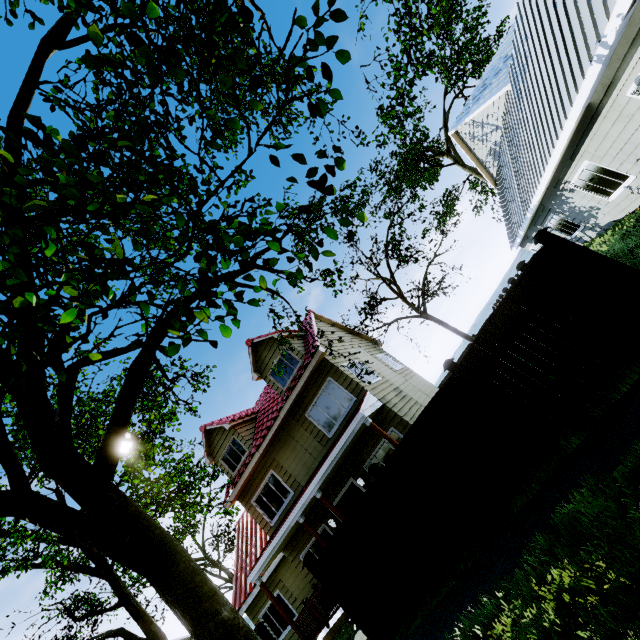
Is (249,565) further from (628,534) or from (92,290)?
(628,534)

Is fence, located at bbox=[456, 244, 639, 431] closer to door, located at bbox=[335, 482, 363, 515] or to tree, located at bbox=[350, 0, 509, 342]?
tree, located at bbox=[350, 0, 509, 342]

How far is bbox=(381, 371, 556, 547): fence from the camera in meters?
5.8 m

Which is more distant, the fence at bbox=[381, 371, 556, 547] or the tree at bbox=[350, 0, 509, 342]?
the tree at bbox=[350, 0, 509, 342]

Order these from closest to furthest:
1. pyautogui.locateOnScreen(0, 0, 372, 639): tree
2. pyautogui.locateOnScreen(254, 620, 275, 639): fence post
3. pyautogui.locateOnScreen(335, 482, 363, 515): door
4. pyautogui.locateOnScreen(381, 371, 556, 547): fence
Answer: pyautogui.locateOnScreen(0, 0, 372, 639): tree → pyautogui.locateOnScreen(381, 371, 556, 547): fence → pyautogui.locateOnScreen(254, 620, 275, 639): fence post → pyautogui.locateOnScreen(335, 482, 363, 515): door

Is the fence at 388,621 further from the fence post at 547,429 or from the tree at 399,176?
the tree at 399,176

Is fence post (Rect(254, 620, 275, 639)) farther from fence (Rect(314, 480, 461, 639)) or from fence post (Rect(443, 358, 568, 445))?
fence post (Rect(443, 358, 568, 445))
